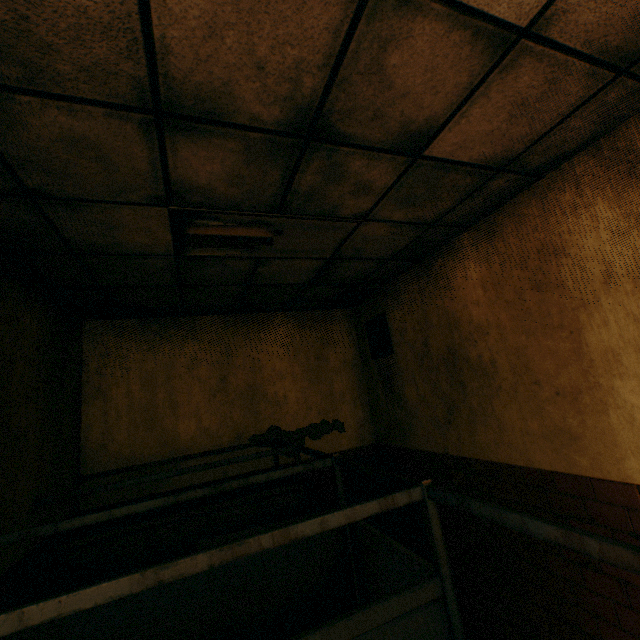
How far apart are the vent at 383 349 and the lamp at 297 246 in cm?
143

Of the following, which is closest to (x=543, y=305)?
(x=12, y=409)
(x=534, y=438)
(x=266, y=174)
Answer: (x=534, y=438)

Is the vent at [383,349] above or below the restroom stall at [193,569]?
above

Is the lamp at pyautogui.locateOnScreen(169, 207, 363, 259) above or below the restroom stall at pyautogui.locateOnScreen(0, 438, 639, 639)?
above

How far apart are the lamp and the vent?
1.4 meters

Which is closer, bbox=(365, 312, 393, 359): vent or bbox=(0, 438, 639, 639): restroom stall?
bbox=(0, 438, 639, 639): restroom stall

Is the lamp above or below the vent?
above

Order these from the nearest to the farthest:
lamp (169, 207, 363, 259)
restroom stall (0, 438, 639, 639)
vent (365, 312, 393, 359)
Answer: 1. restroom stall (0, 438, 639, 639)
2. lamp (169, 207, 363, 259)
3. vent (365, 312, 393, 359)
